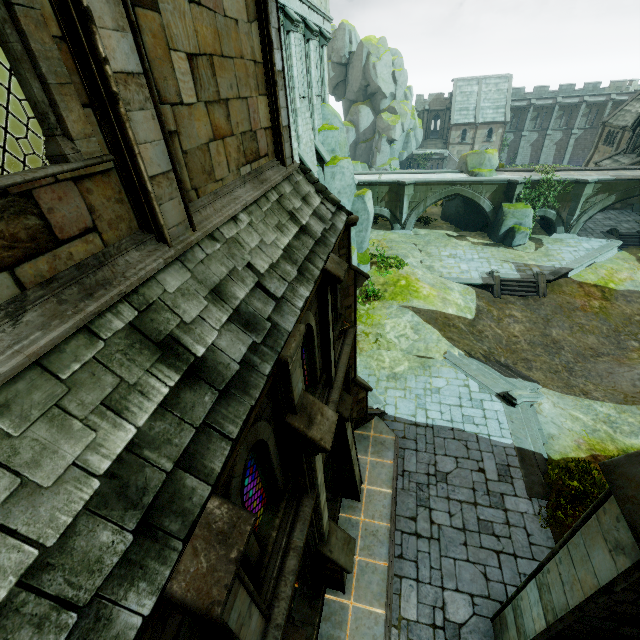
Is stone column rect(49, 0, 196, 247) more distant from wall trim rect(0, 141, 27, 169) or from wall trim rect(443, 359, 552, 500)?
wall trim rect(443, 359, 552, 500)

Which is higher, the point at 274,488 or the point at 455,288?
the point at 274,488

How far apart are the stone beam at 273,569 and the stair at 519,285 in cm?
2256

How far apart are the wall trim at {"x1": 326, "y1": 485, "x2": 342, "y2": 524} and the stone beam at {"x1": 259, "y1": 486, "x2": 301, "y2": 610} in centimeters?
475cm

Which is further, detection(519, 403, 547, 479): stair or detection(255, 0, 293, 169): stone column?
detection(519, 403, 547, 479): stair

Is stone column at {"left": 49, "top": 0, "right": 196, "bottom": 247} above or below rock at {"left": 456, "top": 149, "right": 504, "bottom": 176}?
above

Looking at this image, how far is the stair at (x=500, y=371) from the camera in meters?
15.5 m

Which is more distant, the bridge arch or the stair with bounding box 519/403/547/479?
the bridge arch
